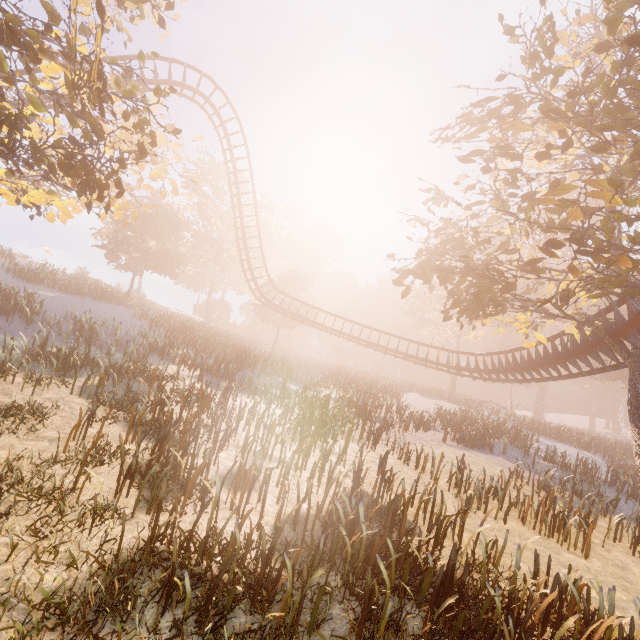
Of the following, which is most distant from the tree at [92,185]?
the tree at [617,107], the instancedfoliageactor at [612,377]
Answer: the instancedfoliageactor at [612,377]

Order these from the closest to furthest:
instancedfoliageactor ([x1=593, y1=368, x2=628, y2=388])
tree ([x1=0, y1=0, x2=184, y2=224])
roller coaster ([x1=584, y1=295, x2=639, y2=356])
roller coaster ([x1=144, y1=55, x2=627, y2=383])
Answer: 1. tree ([x1=0, y1=0, x2=184, y2=224])
2. roller coaster ([x1=584, y1=295, x2=639, y2=356])
3. roller coaster ([x1=144, y1=55, x2=627, y2=383])
4. instancedfoliageactor ([x1=593, y1=368, x2=628, y2=388])

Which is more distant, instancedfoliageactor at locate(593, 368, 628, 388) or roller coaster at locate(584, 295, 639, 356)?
instancedfoliageactor at locate(593, 368, 628, 388)

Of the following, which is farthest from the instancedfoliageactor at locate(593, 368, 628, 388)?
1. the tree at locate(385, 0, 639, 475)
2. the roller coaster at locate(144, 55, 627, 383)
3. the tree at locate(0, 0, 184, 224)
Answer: the tree at locate(0, 0, 184, 224)

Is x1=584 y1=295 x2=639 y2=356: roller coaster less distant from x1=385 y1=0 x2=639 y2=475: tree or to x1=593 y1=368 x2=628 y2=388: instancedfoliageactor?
x1=385 y1=0 x2=639 y2=475: tree

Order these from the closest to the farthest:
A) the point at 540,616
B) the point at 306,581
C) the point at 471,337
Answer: the point at 306,581
the point at 540,616
the point at 471,337

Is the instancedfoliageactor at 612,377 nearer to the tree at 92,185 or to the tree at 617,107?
the tree at 617,107
